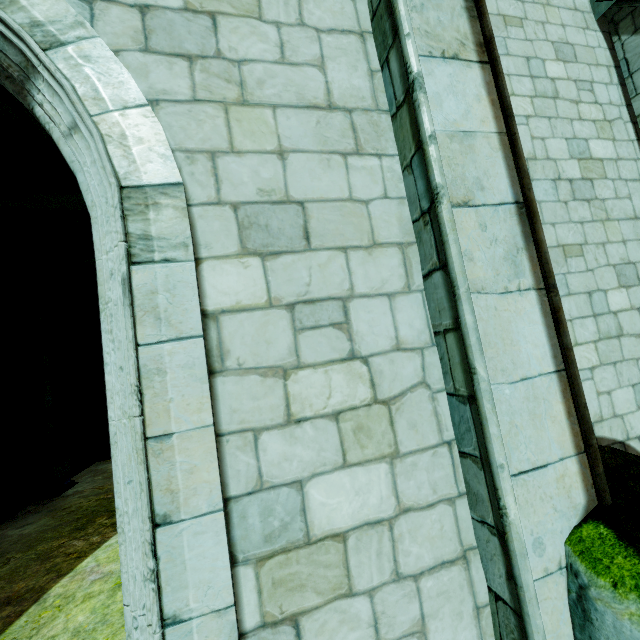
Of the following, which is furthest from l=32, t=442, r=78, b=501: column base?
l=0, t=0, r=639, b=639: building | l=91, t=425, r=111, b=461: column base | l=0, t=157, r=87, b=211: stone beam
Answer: l=0, t=157, r=87, b=211: stone beam

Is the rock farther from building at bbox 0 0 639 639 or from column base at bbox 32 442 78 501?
column base at bbox 32 442 78 501

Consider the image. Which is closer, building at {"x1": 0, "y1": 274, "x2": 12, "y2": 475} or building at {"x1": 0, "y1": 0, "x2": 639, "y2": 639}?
building at {"x1": 0, "y1": 0, "x2": 639, "y2": 639}

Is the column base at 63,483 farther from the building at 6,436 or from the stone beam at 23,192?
the stone beam at 23,192

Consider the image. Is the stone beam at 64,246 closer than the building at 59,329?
Yes

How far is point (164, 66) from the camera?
2.0 meters

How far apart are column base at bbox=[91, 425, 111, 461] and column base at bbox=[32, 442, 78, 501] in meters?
3.1

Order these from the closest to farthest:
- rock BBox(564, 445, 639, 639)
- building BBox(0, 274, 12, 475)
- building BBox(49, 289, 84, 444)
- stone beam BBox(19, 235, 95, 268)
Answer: rock BBox(564, 445, 639, 639), building BBox(0, 274, 12, 475), stone beam BBox(19, 235, 95, 268), building BBox(49, 289, 84, 444)
